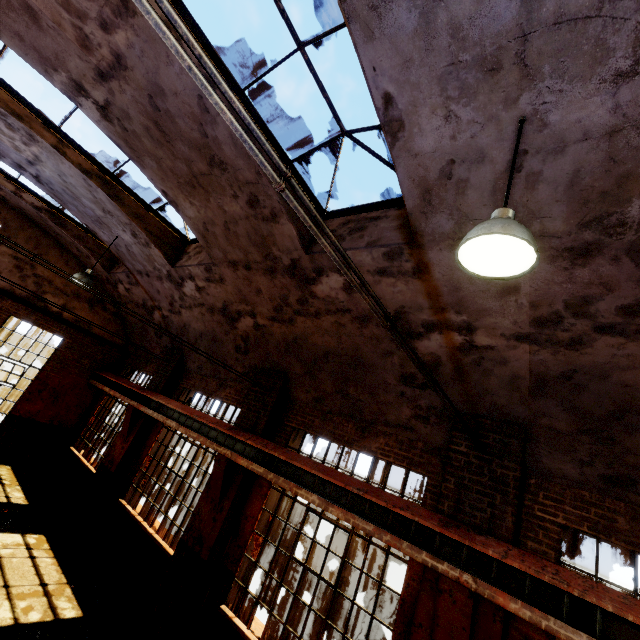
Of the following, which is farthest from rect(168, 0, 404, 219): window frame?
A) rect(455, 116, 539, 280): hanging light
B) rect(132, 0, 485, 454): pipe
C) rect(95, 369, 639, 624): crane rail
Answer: rect(95, 369, 639, 624): crane rail

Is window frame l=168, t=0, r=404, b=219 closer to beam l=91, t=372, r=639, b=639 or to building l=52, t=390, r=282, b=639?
building l=52, t=390, r=282, b=639

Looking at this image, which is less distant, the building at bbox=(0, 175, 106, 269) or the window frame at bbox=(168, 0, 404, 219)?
the window frame at bbox=(168, 0, 404, 219)

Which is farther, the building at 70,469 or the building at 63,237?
the building at 63,237

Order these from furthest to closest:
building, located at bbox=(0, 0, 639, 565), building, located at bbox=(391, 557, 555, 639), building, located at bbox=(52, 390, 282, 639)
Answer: building, located at bbox=(52, 390, 282, 639), building, located at bbox=(391, 557, 555, 639), building, located at bbox=(0, 0, 639, 565)

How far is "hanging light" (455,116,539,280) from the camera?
2.2 meters

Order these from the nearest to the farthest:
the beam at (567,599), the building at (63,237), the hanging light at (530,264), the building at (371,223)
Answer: the hanging light at (530,264) → the building at (371,223) → the beam at (567,599) → the building at (63,237)

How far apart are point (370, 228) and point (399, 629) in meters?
6.0
